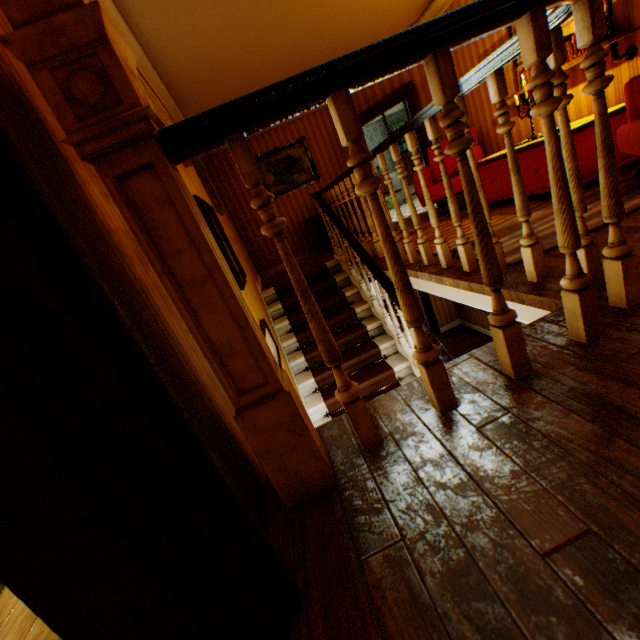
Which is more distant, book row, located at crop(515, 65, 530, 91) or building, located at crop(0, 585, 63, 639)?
book row, located at crop(515, 65, 530, 91)

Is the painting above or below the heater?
above

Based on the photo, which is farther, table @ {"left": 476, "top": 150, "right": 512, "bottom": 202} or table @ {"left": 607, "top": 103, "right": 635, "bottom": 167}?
table @ {"left": 476, "top": 150, "right": 512, "bottom": 202}

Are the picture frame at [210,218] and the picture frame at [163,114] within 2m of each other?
yes

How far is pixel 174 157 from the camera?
0.9 meters

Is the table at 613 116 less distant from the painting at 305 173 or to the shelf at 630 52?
the shelf at 630 52

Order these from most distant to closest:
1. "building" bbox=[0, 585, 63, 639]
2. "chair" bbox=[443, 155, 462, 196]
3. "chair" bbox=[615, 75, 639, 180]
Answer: "chair" bbox=[443, 155, 462, 196] < "chair" bbox=[615, 75, 639, 180] < "building" bbox=[0, 585, 63, 639]

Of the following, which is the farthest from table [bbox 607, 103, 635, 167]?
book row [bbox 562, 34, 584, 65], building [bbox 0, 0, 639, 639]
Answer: book row [bbox 562, 34, 584, 65]
